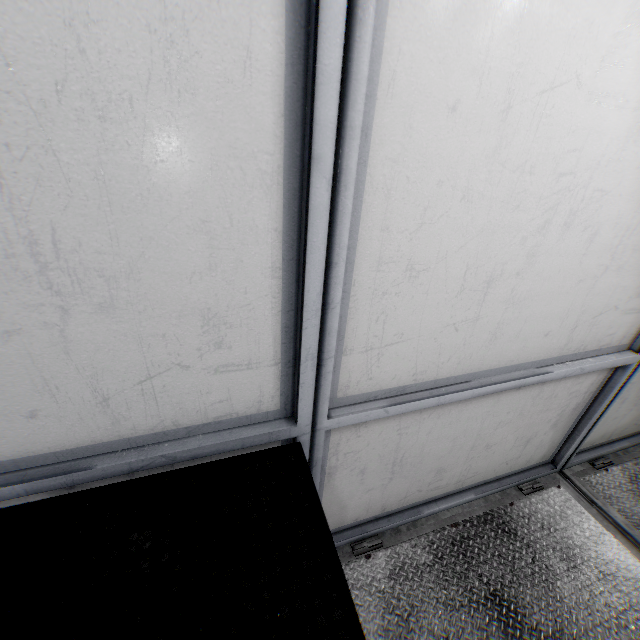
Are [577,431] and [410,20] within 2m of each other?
no
